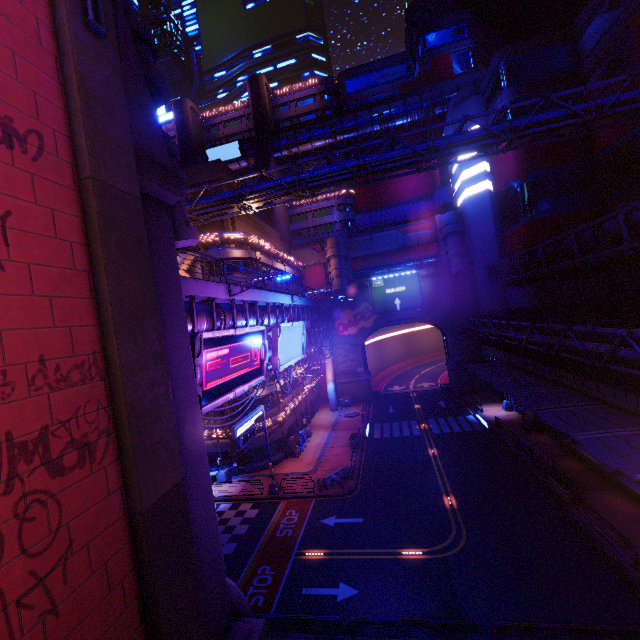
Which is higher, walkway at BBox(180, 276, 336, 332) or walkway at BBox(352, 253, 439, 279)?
walkway at BBox(352, 253, 439, 279)

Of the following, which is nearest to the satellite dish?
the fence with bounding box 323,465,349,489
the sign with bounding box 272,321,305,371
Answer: the sign with bounding box 272,321,305,371

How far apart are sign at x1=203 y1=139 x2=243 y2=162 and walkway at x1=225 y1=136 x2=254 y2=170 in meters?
0.0

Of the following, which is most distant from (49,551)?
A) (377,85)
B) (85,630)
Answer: (377,85)

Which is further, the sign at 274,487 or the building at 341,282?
the building at 341,282

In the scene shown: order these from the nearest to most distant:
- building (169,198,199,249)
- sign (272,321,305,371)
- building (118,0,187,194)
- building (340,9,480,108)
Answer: building (118,0,187,194)
building (169,198,199,249)
sign (272,321,305,371)
building (340,9,480,108)

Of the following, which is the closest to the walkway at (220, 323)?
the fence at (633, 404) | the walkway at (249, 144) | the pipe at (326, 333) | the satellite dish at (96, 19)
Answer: the pipe at (326, 333)

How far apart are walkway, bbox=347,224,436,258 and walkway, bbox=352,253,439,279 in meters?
1.5 m
